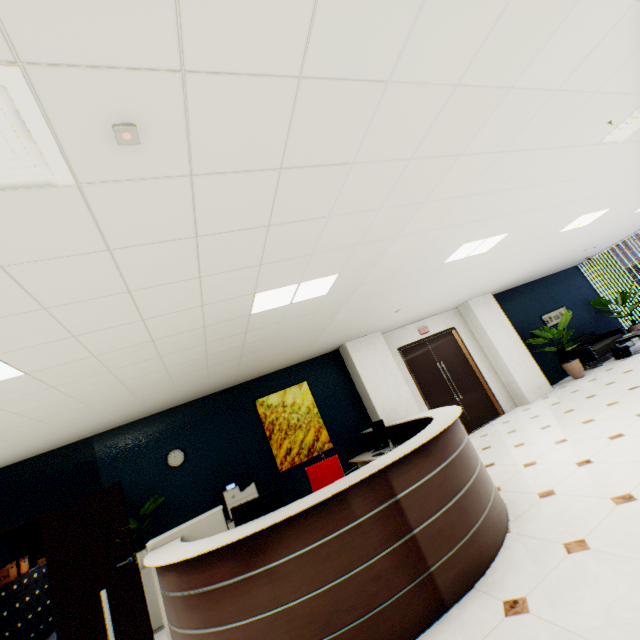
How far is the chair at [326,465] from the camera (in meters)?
4.13

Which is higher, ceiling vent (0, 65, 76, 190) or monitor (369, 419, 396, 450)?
ceiling vent (0, 65, 76, 190)

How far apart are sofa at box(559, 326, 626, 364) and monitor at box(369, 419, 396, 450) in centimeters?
687cm

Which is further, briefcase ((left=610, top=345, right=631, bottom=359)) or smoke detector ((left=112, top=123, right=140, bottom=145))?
briefcase ((left=610, top=345, right=631, bottom=359))

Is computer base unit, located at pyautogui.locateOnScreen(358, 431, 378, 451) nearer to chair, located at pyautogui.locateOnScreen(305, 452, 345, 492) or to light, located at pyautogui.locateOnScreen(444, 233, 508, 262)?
chair, located at pyautogui.locateOnScreen(305, 452, 345, 492)

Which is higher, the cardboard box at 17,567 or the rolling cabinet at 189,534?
the cardboard box at 17,567

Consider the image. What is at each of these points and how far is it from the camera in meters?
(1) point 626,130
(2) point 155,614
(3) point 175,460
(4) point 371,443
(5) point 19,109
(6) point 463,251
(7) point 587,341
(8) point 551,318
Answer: (1) ceiling vent, 3.3 m
(2) cupboard, 4.5 m
(3) clock, 5.7 m
(4) computer base unit, 6.7 m
(5) ceiling vent, 1.1 m
(6) light, 4.7 m
(7) sofa, 9.8 m
(8) picture, 10.1 m

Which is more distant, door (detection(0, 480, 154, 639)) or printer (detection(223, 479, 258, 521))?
printer (detection(223, 479, 258, 521))
